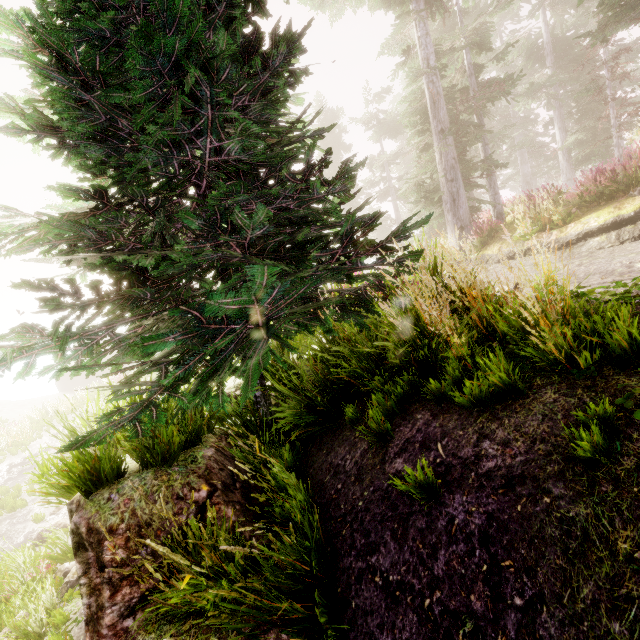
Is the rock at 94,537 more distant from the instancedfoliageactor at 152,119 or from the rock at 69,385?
the rock at 69,385

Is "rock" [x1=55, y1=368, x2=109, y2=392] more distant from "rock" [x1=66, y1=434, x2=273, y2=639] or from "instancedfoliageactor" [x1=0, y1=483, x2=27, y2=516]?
"rock" [x1=66, y1=434, x2=273, y2=639]

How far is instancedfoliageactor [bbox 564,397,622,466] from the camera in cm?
170

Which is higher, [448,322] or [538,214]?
[538,214]

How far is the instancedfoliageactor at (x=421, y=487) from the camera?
2.11m

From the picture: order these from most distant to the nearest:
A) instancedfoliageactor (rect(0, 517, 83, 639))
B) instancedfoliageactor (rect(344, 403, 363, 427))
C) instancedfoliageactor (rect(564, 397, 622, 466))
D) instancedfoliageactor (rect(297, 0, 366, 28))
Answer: instancedfoliageactor (rect(297, 0, 366, 28)) → instancedfoliageactor (rect(0, 517, 83, 639)) → instancedfoliageactor (rect(344, 403, 363, 427)) → instancedfoliageactor (rect(564, 397, 622, 466))
